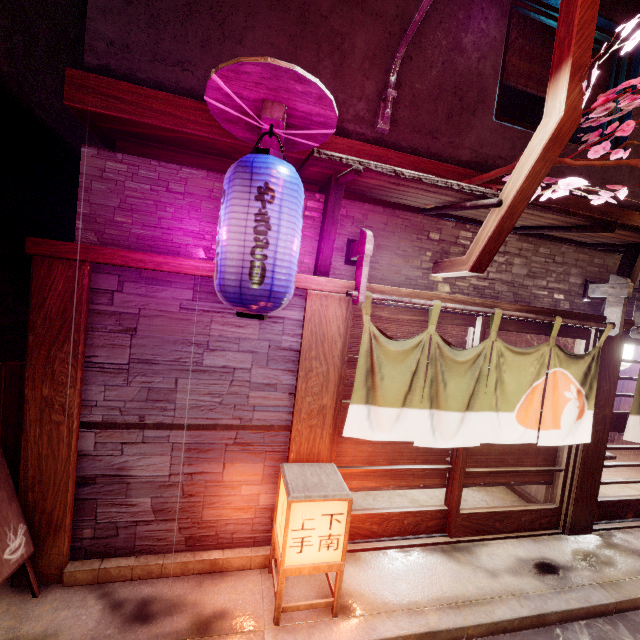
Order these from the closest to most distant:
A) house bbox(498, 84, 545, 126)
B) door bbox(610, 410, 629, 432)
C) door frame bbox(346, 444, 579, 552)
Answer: door frame bbox(346, 444, 579, 552) → door bbox(610, 410, 629, 432) → house bbox(498, 84, 545, 126)

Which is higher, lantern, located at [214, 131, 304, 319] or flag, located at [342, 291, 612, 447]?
lantern, located at [214, 131, 304, 319]

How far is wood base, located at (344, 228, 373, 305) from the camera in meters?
5.5 m

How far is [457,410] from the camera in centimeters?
649cm

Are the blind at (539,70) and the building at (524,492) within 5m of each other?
no

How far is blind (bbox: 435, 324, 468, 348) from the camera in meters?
7.1

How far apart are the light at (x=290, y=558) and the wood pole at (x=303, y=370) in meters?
0.2 m

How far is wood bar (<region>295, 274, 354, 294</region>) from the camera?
5.6 meters
